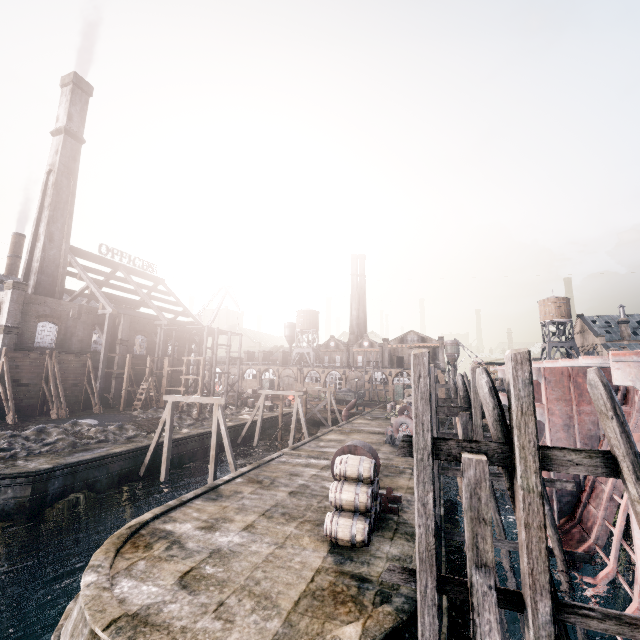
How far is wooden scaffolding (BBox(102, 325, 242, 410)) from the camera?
40.2 meters

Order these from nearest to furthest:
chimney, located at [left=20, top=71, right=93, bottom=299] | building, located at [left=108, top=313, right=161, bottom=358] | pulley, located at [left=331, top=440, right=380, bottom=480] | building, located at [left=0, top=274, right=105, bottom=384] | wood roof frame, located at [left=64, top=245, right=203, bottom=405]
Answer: pulley, located at [left=331, top=440, right=380, bottom=480], building, located at [left=0, top=274, right=105, bottom=384], chimney, located at [left=20, top=71, right=93, bottom=299], wood roof frame, located at [left=64, top=245, right=203, bottom=405], building, located at [left=108, top=313, right=161, bottom=358]

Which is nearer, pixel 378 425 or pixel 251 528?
pixel 251 528

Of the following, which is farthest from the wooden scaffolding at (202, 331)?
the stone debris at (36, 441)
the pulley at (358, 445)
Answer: the pulley at (358, 445)

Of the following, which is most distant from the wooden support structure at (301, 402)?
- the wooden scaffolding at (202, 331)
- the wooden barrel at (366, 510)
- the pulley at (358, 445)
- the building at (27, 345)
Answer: the wooden barrel at (366, 510)

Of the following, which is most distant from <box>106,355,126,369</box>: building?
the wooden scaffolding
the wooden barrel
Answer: the wooden barrel

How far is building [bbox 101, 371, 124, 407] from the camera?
41.00m

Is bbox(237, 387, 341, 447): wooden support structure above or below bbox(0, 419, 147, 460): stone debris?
above
